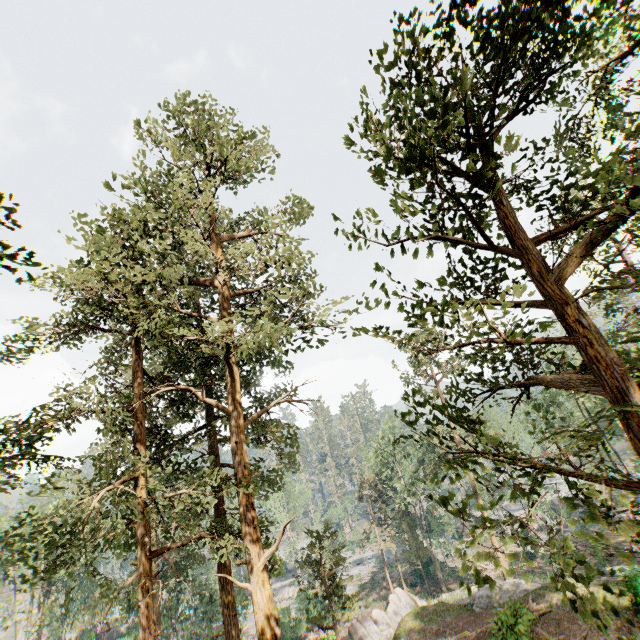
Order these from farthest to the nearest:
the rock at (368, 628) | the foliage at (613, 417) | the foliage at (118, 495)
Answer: the rock at (368, 628) < the foliage at (118, 495) < the foliage at (613, 417)

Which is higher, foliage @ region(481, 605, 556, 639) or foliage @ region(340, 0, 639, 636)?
foliage @ region(340, 0, 639, 636)

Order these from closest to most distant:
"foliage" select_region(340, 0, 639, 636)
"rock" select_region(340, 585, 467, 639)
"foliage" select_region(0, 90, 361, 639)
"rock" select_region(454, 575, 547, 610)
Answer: "foliage" select_region(340, 0, 639, 636)
"foliage" select_region(0, 90, 361, 639)
"rock" select_region(454, 575, 547, 610)
"rock" select_region(340, 585, 467, 639)

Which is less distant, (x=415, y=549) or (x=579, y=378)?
(x=579, y=378)

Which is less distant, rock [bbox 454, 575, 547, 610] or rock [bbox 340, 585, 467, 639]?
rock [bbox 454, 575, 547, 610]

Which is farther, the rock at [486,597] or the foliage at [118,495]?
the rock at [486,597]

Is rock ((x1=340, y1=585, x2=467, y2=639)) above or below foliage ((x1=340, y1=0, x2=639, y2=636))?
below
